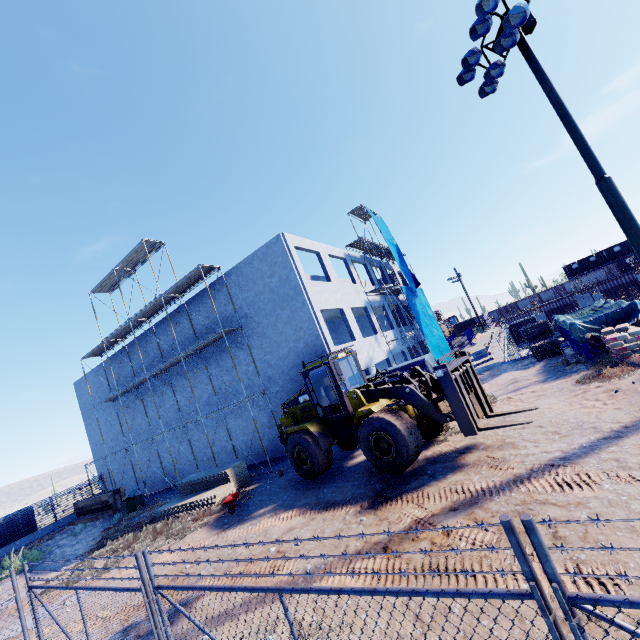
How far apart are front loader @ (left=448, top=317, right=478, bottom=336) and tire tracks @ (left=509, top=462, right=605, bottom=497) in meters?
49.8 m

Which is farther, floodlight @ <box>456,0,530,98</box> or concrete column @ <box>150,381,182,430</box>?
concrete column @ <box>150,381,182,430</box>

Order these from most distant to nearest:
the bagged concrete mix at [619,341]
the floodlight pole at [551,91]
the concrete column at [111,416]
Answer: the concrete column at [111,416]
the bagged concrete mix at [619,341]
the floodlight pole at [551,91]

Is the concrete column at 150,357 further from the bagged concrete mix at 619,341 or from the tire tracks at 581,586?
the bagged concrete mix at 619,341

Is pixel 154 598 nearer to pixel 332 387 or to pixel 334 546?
pixel 334 546

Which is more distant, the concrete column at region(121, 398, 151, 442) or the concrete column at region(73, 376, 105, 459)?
the concrete column at region(73, 376, 105, 459)

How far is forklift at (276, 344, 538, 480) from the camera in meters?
9.4
